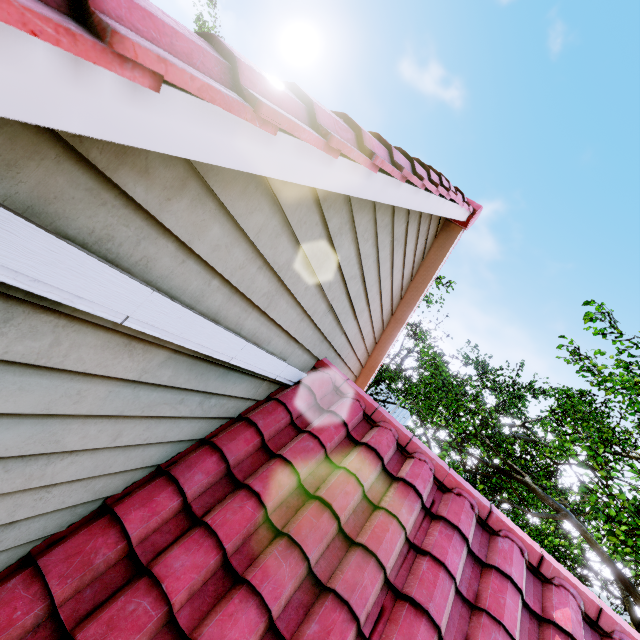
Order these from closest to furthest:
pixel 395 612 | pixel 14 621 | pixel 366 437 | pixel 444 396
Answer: pixel 14 621
pixel 395 612
pixel 366 437
pixel 444 396
